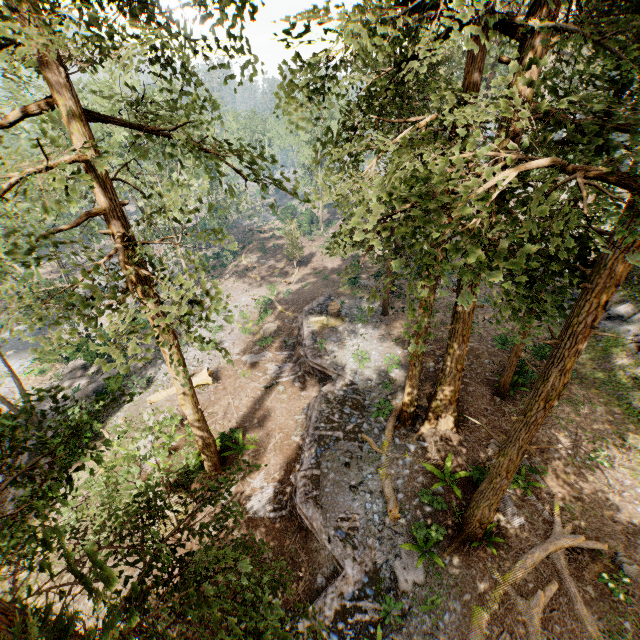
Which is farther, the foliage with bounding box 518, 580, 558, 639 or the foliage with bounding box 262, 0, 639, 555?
the foliage with bounding box 518, 580, 558, 639

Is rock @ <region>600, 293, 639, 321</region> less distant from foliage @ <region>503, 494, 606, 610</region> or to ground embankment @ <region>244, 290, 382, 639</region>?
foliage @ <region>503, 494, 606, 610</region>

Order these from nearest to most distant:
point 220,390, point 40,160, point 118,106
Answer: point 40,160, point 118,106, point 220,390

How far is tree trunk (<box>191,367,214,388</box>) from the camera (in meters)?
21.44

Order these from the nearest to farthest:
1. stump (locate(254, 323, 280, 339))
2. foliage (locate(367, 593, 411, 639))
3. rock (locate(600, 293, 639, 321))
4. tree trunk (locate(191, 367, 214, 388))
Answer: foliage (locate(367, 593, 411, 639))
rock (locate(600, 293, 639, 321))
tree trunk (locate(191, 367, 214, 388))
stump (locate(254, 323, 280, 339))

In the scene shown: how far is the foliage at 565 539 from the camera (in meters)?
10.26

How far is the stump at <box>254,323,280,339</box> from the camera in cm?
2642

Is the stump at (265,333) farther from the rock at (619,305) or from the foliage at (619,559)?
the rock at (619,305)
